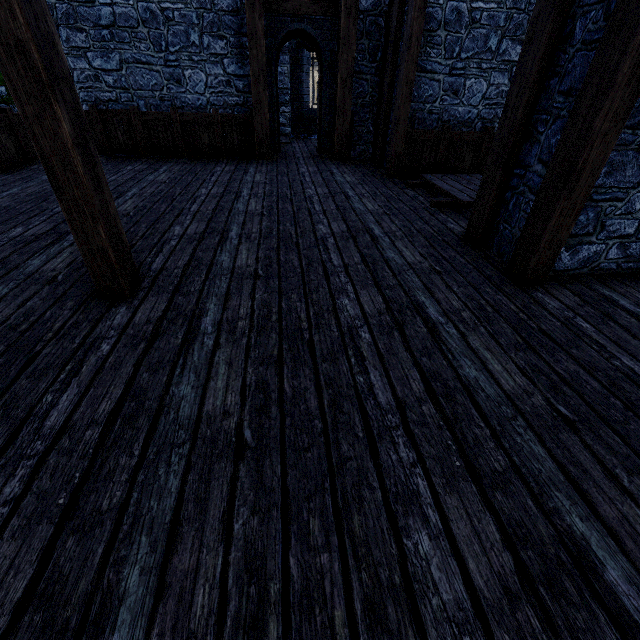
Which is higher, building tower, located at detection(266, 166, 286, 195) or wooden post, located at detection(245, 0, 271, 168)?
wooden post, located at detection(245, 0, 271, 168)

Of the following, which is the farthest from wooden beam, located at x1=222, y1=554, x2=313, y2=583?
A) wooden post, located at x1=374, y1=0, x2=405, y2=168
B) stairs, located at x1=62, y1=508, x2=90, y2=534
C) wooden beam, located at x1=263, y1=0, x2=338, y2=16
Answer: wooden beam, located at x1=263, y1=0, x2=338, y2=16

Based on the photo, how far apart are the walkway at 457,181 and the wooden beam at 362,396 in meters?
4.3 m

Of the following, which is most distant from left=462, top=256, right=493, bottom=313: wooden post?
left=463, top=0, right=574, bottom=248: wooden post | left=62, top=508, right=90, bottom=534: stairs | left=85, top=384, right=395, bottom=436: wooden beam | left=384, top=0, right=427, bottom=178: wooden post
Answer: left=384, top=0, right=427, bottom=178: wooden post

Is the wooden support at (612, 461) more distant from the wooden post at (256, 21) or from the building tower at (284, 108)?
the wooden post at (256, 21)

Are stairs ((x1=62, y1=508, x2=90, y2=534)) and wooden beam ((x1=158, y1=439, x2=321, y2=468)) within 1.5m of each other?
yes

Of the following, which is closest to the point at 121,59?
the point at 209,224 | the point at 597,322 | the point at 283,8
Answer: the point at 283,8

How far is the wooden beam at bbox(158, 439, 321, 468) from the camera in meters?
1.7 m
